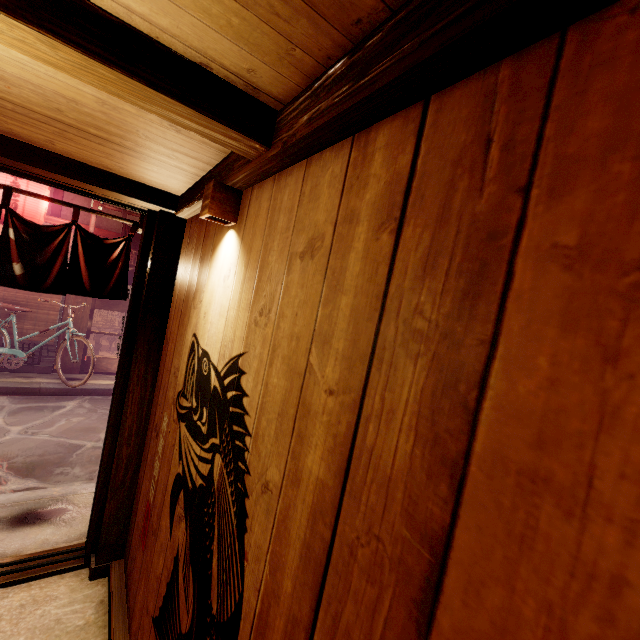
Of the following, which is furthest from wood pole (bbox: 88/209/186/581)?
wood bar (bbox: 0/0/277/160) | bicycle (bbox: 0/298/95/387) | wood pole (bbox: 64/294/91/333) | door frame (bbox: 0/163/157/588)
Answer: wood pole (bbox: 64/294/91/333)

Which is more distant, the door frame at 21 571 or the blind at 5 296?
the blind at 5 296

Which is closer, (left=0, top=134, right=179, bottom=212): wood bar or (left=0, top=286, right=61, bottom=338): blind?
(left=0, top=134, right=179, bottom=212): wood bar

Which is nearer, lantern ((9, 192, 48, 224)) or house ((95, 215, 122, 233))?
lantern ((9, 192, 48, 224))

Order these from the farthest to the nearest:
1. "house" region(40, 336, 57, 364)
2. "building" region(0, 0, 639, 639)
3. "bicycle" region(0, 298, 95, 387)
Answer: "house" region(40, 336, 57, 364)
"bicycle" region(0, 298, 95, 387)
"building" region(0, 0, 639, 639)

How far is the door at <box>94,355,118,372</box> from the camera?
12.36m

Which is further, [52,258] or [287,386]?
[52,258]

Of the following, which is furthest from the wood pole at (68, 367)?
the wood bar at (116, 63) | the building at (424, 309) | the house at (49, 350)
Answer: the wood bar at (116, 63)
